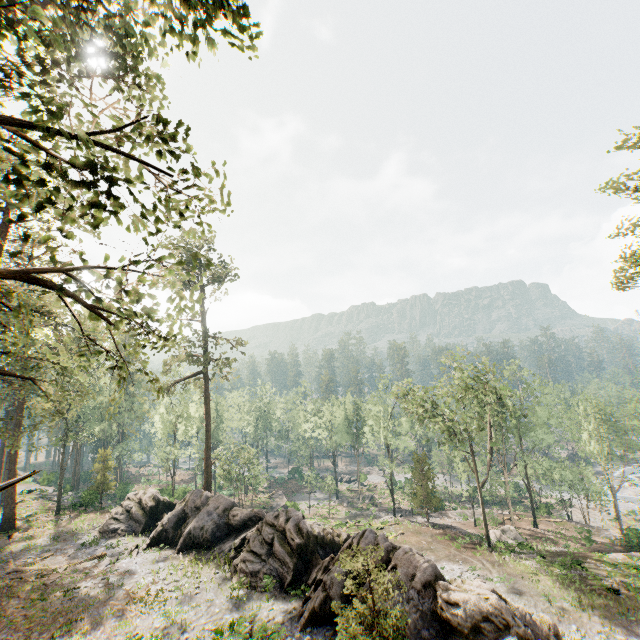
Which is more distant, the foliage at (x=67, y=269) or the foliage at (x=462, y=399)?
the foliage at (x=462, y=399)

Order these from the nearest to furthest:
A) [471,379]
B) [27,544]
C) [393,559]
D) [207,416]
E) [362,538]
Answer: [393,559] → [362,538] → [27,544] → [471,379] → [207,416]

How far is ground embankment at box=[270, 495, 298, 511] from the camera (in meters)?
45.56

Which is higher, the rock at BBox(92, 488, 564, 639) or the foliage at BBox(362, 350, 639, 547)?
the foliage at BBox(362, 350, 639, 547)

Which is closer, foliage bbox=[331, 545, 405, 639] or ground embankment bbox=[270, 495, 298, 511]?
foliage bbox=[331, 545, 405, 639]

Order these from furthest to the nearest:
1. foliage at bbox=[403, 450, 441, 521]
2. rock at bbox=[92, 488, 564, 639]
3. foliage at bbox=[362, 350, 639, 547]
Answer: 1. foliage at bbox=[403, 450, 441, 521]
2. foliage at bbox=[362, 350, 639, 547]
3. rock at bbox=[92, 488, 564, 639]

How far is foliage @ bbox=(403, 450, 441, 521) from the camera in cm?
4028

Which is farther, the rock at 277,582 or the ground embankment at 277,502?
the ground embankment at 277,502
